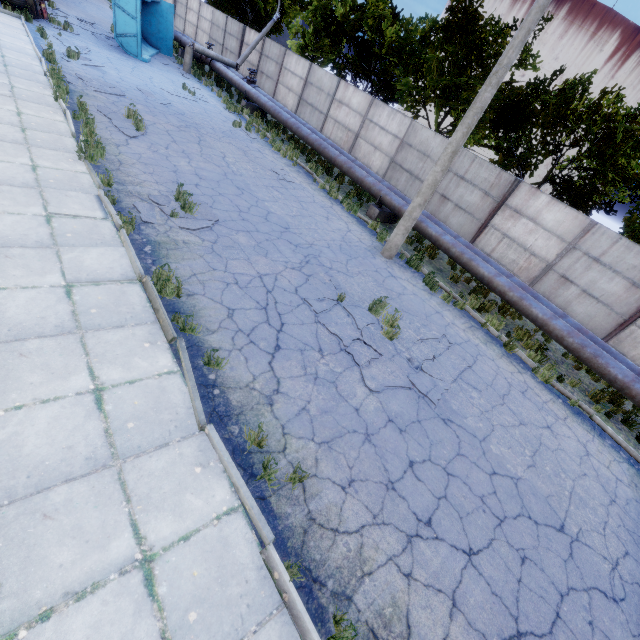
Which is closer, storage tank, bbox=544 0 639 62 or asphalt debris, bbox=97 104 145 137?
asphalt debris, bbox=97 104 145 137

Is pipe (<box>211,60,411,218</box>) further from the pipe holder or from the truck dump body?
the truck dump body

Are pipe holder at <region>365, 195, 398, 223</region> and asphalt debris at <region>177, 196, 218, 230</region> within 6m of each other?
no

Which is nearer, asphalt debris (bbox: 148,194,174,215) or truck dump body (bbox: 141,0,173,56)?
asphalt debris (bbox: 148,194,174,215)

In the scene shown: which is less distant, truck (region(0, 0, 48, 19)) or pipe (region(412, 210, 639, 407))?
pipe (region(412, 210, 639, 407))

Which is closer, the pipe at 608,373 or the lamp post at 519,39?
the lamp post at 519,39

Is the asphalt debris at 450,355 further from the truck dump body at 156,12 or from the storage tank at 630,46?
the storage tank at 630,46

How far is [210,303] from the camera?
5.83m
